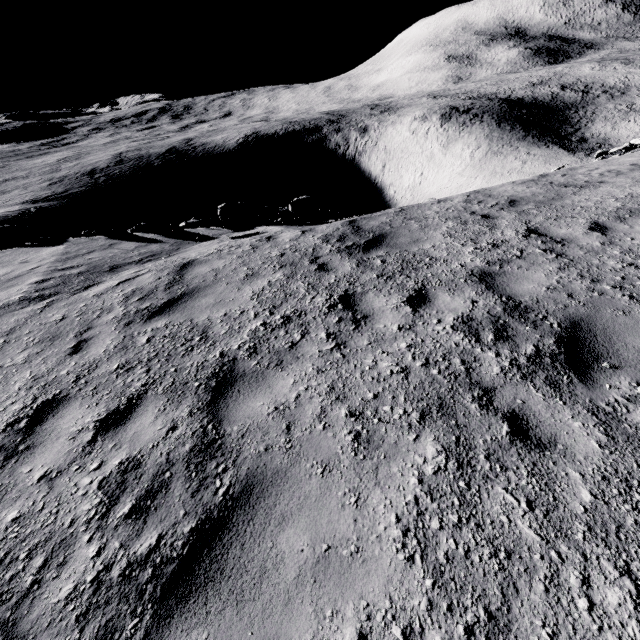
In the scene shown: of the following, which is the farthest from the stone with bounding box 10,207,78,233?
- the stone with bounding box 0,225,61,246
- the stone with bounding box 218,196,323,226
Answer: the stone with bounding box 218,196,323,226

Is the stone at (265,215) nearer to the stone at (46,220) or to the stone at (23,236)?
the stone at (23,236)

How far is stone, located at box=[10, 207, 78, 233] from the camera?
44.0m

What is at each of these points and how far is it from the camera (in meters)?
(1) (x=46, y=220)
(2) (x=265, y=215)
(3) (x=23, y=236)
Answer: (1) stone, 45.41
(2) stone, 11.01
(3) stone, 11.56

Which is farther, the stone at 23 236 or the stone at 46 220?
the stone at 46 220

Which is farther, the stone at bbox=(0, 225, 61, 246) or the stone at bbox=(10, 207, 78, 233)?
the stone at bbox=(10, 207, 78, 233)

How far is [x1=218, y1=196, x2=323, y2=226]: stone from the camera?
10.56m

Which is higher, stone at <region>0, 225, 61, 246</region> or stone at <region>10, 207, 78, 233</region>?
stone at <region>0, 225, 61, 246</region>
